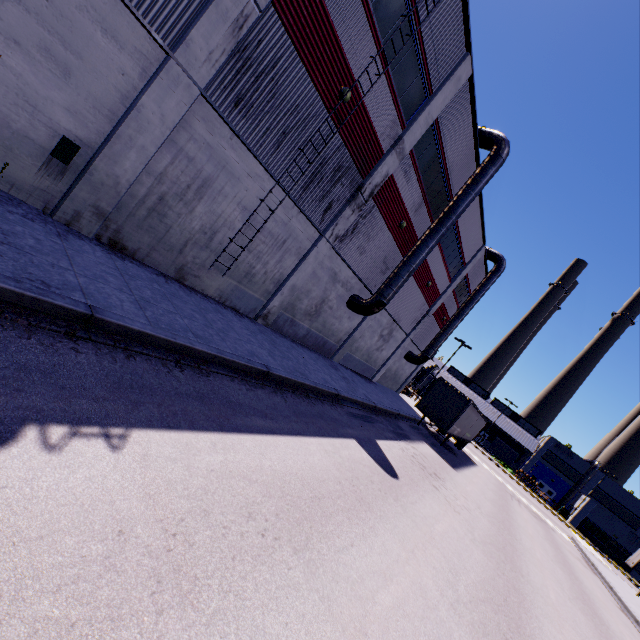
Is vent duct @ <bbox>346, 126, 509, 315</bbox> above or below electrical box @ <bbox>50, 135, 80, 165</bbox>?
above

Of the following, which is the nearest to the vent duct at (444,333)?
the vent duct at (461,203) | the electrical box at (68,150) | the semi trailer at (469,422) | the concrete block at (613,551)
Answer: the semi trailer at (469,422)

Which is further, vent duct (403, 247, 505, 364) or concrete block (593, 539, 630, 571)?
concrete block (593, 539, 630, 571)

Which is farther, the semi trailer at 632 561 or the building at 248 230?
the semi trailer at 632 561

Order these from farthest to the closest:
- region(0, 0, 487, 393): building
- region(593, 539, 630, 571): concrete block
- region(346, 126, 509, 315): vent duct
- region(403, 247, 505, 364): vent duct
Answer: region(593, 539, 630, 571): concrete block → region(403, 247, 505, 364): vent duct → region(346, 126, 509, 315): vent duct → region(0, 0, 487, 393): building

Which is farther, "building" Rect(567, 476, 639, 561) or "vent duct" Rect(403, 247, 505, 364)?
"building" Rect(567, 476, 639, 561)

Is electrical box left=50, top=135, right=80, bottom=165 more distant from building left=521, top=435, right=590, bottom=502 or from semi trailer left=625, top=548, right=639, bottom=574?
semi trailer left=625, top=548, right=639, bottom=574

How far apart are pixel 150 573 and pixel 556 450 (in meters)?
74.37
